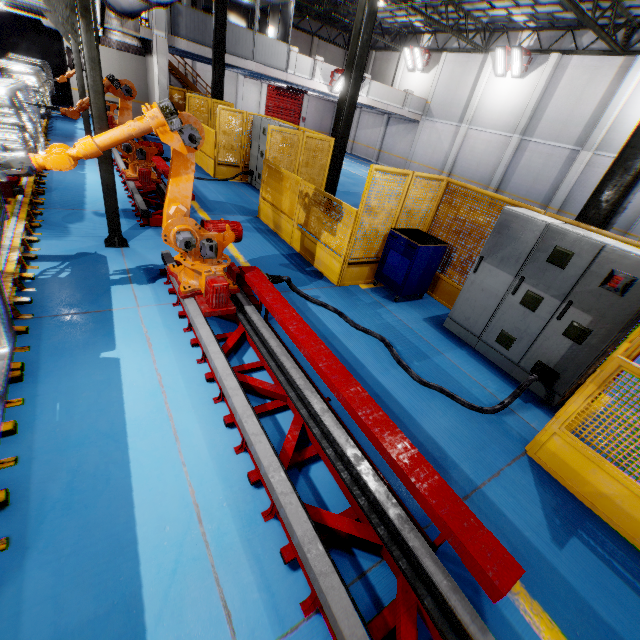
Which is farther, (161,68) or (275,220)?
(161,68)

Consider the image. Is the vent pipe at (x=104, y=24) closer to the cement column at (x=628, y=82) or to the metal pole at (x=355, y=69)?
the metal pole at (x=355, y=69)

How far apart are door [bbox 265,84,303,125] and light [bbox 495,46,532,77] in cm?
1834

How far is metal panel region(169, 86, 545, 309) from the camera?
5.80m

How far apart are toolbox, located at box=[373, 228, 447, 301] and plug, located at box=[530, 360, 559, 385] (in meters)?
2.44

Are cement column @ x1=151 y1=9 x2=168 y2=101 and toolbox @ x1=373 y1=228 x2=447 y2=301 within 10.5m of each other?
no

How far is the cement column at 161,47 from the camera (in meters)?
14.10

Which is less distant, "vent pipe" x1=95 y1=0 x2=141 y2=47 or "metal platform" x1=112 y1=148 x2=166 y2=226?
"vent pipe" x1=95 y1=0 x2=141 y2=47
